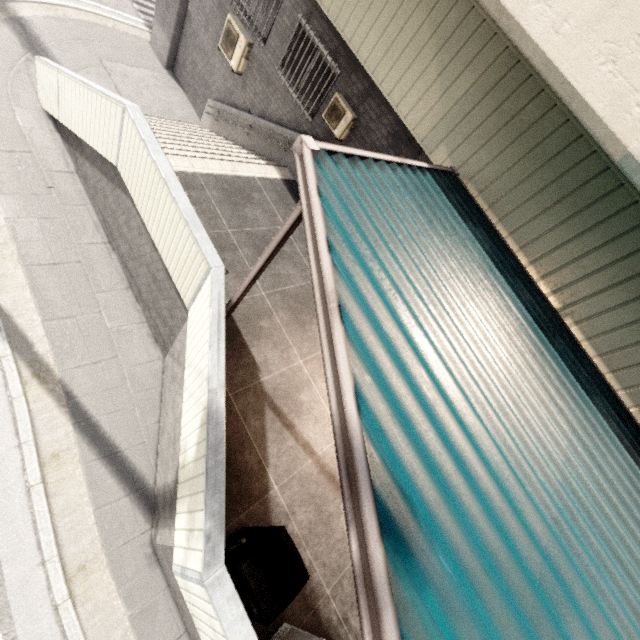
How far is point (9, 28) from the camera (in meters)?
8.45

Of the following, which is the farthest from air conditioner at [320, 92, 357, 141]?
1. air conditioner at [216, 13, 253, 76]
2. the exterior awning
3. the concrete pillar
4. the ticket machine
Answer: the ticket machine

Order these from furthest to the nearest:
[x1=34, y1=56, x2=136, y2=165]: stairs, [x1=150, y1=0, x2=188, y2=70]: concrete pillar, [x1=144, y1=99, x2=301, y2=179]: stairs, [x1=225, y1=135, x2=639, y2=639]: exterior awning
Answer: [x1=150, y1=0, x2=188, y2=70]: concrete pillar < [x1=144, y1=99, x2=301, y2=179]: stairs < [x1=34, y1=56, x2=136, y2=165]: stairs < [x1=225, y1=135, x2=639, y2=639]: exterior awning

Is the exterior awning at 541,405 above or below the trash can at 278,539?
above

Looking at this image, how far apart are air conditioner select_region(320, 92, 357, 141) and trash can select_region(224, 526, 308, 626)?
7.5m

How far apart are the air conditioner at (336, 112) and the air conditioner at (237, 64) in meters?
3.4 m

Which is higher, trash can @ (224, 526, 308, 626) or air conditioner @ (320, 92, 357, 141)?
air conditioner @ (320, 92, 357, 141)

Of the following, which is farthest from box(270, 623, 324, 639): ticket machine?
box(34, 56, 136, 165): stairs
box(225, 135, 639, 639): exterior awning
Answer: box(34, 56, 136, 165): stairs
